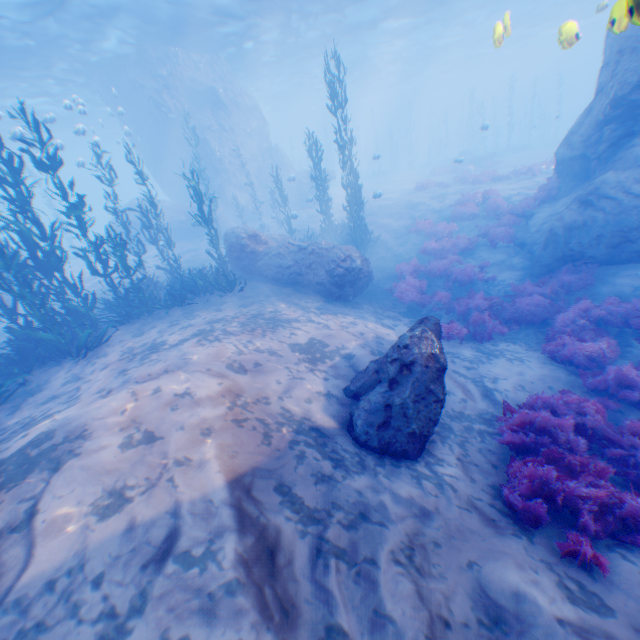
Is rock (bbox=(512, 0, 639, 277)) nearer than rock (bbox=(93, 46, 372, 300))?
Yes

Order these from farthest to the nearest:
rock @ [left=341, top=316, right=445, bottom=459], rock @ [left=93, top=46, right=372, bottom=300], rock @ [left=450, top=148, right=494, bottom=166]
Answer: rock @ [left=450, top=148, right=494, bottom=166] < rock @ [left=93, top=46, right=372, bottom=300] < rock @ [left=341, top=316, right=445, bottom=459]

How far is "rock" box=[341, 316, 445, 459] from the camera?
5.1 meters

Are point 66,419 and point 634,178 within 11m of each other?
no

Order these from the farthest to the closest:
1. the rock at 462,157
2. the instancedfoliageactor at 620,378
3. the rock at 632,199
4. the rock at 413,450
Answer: the rock at 462,157, the rock at 632,199, the rock at 413,450, the instancedfoliageactor at 620,378

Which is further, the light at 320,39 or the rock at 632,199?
the light at 320,39

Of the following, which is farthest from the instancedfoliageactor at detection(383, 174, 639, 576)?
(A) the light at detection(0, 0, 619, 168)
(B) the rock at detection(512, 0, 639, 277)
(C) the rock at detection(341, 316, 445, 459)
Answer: (A) the light at detection(0, 0, 619, 168)
